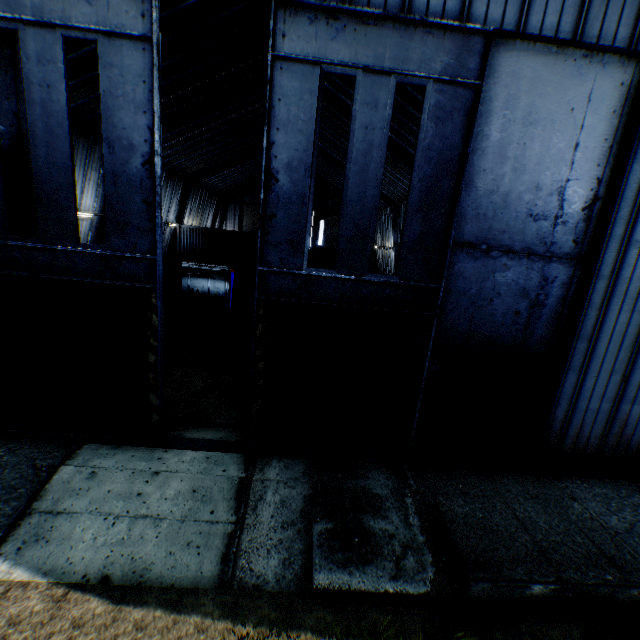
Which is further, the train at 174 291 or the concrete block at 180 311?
the train at 174 291

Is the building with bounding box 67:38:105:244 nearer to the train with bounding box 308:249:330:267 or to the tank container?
the tank container

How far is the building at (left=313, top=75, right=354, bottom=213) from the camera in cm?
2028

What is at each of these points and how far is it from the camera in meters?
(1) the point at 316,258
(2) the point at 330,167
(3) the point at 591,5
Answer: (1) train, 39.9
(2) building, 39.1
(3) building, 6.9

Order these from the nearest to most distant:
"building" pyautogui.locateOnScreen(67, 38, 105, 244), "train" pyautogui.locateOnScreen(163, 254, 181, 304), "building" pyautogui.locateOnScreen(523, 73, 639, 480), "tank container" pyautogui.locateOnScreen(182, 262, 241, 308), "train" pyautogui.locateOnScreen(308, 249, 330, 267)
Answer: "building" pyautogui.locateOnScreen(523, 73, 639, 480), "building" pyautogui.locateOnScreen(67, 38, 105, 244), "train" pyautogui.locateOnScreen(163, 254, 181, 304), "tank container" pyautogui.locateOnScreen(182, 262, 241, 308), "train" pyautogui.locateOnScreen(308, 249, 330, 267)

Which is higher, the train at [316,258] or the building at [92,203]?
the building at [92,203]

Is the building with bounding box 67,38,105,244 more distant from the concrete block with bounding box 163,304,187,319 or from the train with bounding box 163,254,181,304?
the concrete block with bounding box 163,304,187,319

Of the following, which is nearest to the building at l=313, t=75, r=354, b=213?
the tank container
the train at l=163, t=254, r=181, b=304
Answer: the train at l=163, t=254, r=181, b=304
